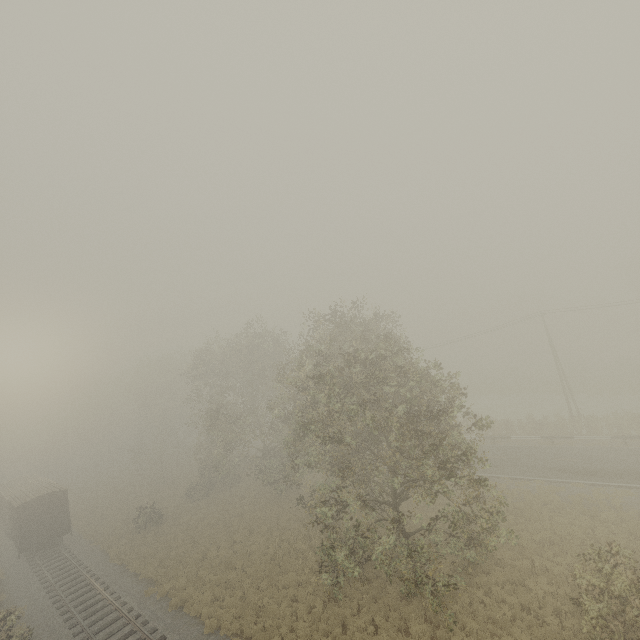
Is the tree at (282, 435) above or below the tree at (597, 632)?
above

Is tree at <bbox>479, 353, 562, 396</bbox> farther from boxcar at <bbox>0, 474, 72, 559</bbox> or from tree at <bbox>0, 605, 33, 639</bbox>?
boxcar at <bbox>0, 474, 72, 559</bbox>

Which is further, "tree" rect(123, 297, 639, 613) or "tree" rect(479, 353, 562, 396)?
"tree" rect(479, 353, 562, 396)

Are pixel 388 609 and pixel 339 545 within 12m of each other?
yes

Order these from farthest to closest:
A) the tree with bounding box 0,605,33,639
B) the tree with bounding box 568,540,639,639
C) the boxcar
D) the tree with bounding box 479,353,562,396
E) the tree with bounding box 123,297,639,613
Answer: the tree with bounding box 479,353,562,396, the boxcar, the tree with bounding box 0,605,33,639, the tree with bounding box 123,297,639,613, the tree with bounding box 568,540,639,639

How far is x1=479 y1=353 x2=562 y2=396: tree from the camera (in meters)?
49.69

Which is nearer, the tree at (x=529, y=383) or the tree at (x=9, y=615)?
the tree at (x=9, y=615)
